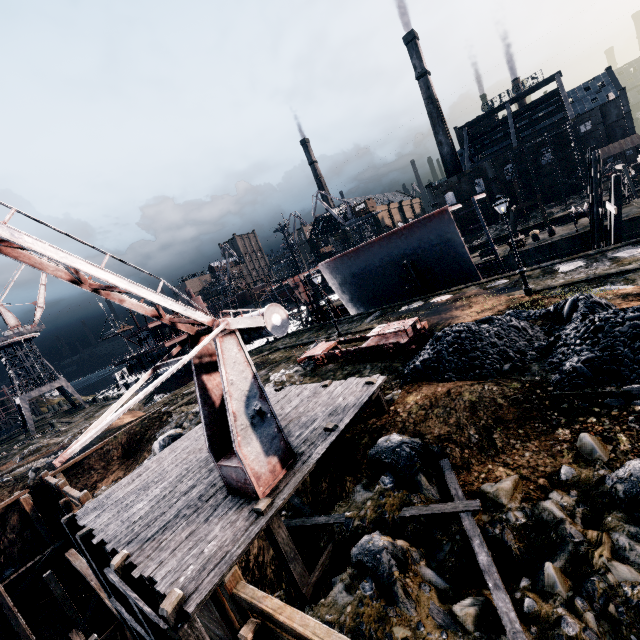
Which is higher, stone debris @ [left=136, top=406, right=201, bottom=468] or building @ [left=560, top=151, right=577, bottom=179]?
building @ [left=560, top=151, right=577, bottom=179]

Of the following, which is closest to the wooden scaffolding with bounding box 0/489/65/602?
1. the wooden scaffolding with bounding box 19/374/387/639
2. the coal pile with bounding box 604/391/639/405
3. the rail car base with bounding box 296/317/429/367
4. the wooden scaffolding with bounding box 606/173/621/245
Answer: the wooden scaffolding with bounding box 19/374/387/639

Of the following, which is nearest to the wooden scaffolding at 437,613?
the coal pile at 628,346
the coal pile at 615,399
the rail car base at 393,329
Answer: the coal pile at 628,346

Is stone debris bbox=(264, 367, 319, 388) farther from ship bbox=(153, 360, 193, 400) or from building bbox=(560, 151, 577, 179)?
building bbox=(560, 151, 577, 179)

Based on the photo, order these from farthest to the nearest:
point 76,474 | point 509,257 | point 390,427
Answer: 1. point 509,257
2. point 76,474
3. point 390,427

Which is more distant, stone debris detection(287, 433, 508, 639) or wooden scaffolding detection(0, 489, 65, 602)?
wooden scaffolding detection(0, 489, 65, 602)

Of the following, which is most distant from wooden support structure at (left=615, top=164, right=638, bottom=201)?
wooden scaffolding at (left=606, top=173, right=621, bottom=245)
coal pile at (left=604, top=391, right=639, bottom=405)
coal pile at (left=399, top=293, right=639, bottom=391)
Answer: coal pile at (left=604, top=391, right=639, bottom=405)

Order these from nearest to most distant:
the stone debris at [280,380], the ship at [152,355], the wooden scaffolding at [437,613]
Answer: the wooden scaffolding at [437,613] < the stone debris at [280,380] < the ship at [152,355]
